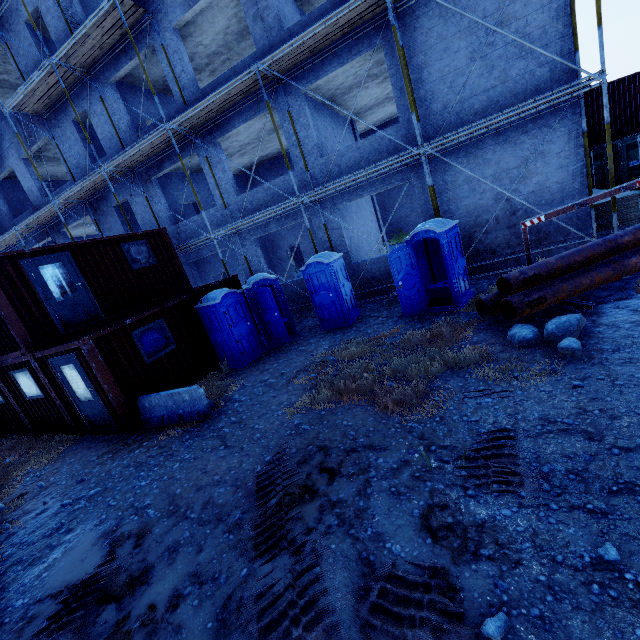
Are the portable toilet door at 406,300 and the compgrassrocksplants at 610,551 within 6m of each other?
no

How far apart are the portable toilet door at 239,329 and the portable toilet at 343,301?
2.1m

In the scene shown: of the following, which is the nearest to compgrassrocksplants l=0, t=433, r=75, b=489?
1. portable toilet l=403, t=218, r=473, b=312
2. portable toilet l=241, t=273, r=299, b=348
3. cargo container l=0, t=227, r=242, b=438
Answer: cargo container l=0, t=227, r=242, b=438

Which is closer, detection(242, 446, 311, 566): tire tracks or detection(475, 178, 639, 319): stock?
detection(242, 446, 311, 566): tire tracks

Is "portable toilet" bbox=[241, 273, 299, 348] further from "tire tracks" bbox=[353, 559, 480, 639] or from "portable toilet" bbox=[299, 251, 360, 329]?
"tire tracks" bbox=[353, 559, 480, 639]

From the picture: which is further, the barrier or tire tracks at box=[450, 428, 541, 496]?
the barrier

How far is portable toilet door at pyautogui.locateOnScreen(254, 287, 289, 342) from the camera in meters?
10.2

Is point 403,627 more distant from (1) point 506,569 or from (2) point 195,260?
(2) point 195,260
